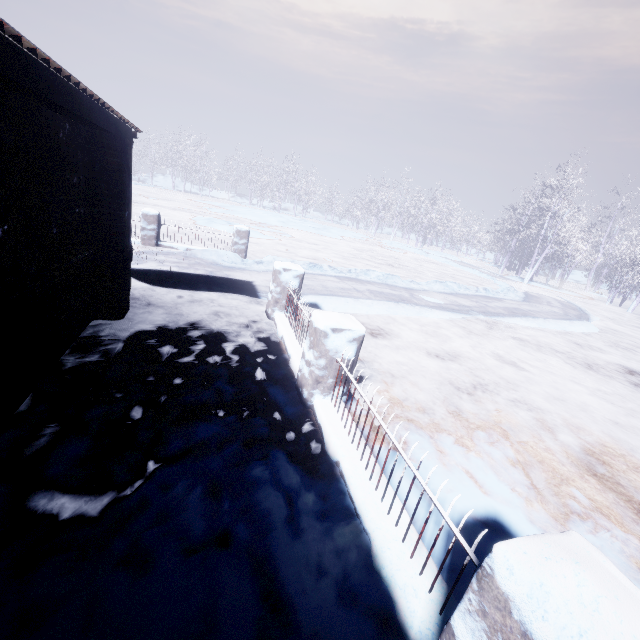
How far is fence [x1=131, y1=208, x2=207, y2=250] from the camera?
8.41m

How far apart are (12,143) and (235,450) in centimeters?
259cm

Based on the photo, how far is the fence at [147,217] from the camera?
8.41m

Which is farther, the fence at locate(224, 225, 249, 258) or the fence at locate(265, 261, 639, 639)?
the fence at locate(224, 225, 249, 258)

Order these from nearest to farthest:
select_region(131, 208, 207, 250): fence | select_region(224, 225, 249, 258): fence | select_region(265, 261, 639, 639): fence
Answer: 1. select_region(265, 261, 639, 639): fence
2. select_region(131, 208, 207, 250): fence
3. select_region(224, 225, 249, 258): fence
